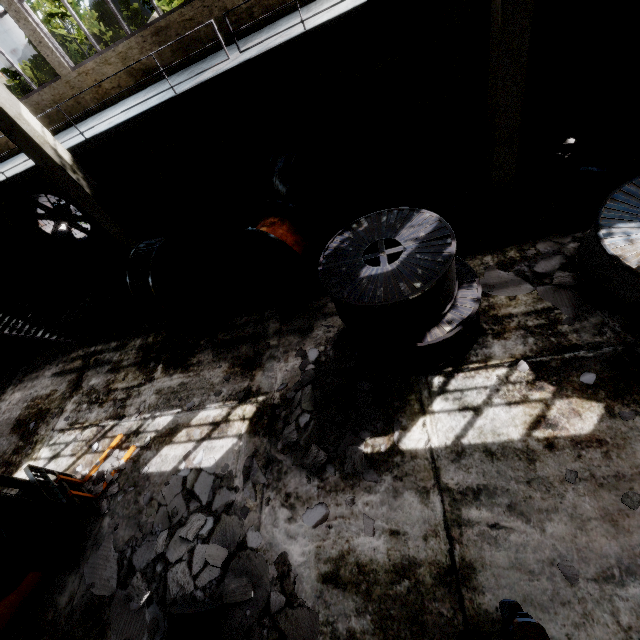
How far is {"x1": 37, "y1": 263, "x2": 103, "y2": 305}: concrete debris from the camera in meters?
11.8

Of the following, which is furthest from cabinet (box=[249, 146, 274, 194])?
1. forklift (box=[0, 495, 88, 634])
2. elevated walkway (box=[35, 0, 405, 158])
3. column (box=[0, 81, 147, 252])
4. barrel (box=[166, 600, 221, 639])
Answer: barrel (box=[166, 600, 221, 639])

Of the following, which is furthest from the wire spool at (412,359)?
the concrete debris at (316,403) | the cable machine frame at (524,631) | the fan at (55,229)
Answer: the fan at (55,229)

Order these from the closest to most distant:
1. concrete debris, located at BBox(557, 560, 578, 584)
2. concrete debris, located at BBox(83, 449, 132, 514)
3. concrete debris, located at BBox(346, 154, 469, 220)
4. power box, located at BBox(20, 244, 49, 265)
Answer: concrete debris, located at BBox(557, 560, 578, 584) → concrete debris, located at BBox(83, 449, 132, 514) → concrete debris, located at BBox(346, 154, 469, 220) → power box, located at BBox(20, 244, 49, 265)

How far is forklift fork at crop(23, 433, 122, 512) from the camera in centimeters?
549cm

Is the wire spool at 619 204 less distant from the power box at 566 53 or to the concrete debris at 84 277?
the power box at 566 53

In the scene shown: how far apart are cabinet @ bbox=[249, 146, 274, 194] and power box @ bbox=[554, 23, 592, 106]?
7.2 meters

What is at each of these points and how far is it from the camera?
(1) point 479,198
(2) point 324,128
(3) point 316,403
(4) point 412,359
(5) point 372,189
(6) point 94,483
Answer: (1) concrete debris, 7.4 meters
(2) power box, 8.9 meters
(3) concrete debris, 5.4 meters
(4) wire spool, 5.6 meters
(5) concrete debris, 8.9 meters
(6) concrete debris, 6.5 meters
